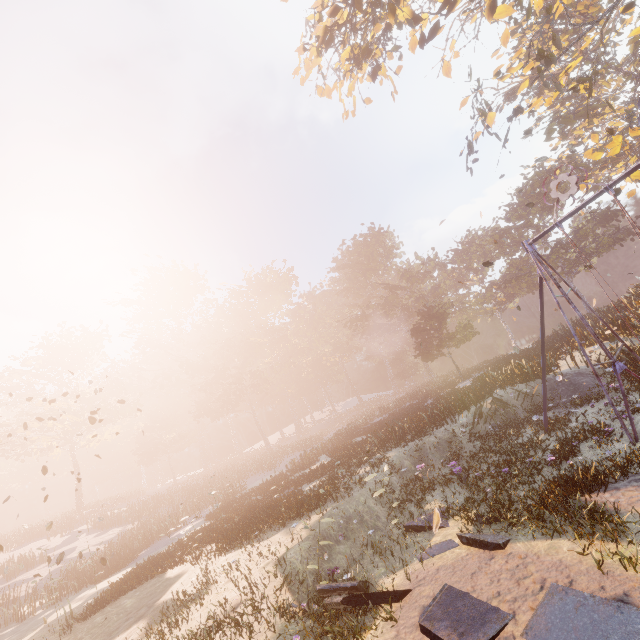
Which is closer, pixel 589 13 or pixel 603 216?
pixel 589 13

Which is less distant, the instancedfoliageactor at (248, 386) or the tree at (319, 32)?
the instancedfoliageactor at (248, 386)

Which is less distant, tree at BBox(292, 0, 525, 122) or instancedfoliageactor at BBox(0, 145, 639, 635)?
instancedfoliageactor at BBox(0, 145, 639, 635)
